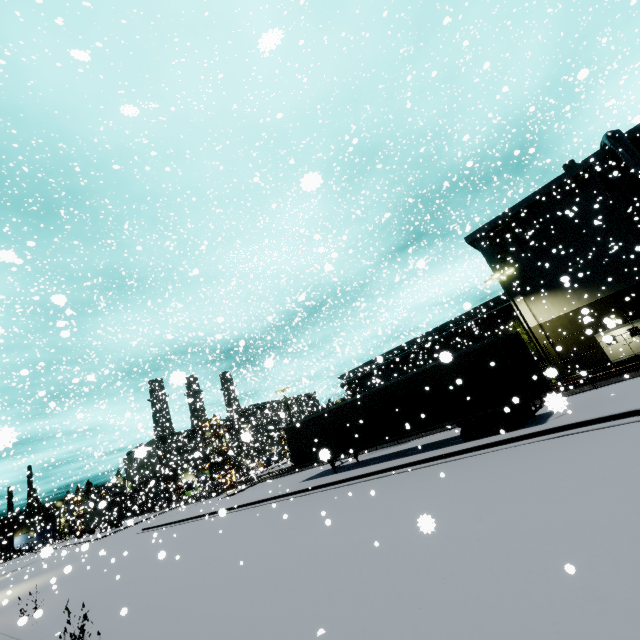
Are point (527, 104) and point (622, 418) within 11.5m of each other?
no

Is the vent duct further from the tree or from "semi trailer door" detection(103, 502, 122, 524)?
"semi trailer door" detection(103, 502, 122, 524)

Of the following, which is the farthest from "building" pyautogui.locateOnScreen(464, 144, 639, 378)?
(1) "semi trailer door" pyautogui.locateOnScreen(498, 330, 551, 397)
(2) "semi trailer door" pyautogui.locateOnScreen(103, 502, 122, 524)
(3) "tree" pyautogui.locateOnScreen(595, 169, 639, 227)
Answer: (2) "semi trailer door" pyautogui.locateOnScreen(103, 502, 122, 524)

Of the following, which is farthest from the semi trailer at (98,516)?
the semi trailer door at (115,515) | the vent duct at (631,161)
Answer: the vent duct at (631,161)

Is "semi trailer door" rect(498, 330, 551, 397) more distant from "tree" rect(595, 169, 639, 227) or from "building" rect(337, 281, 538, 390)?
"building" rect(337, 281, 538, 390)

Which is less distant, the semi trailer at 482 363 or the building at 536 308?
the semi trailer at 482 363

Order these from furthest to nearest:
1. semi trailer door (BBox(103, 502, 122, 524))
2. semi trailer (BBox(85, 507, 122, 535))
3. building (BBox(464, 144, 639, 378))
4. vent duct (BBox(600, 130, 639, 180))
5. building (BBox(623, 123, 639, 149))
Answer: semi trailer door (BBox(103, 502, 122, 524)), semi trailer (BBox(85, 507, 122, 535)), building (BBox(464, 144, 639, 378)), building (BBox(623, 123, 639, 149)), vent duct (BBox(600, 130, 639, 180))

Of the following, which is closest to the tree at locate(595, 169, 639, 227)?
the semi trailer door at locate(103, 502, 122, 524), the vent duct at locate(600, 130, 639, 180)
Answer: the vent duct at locate(600, 130, 639, 180)
